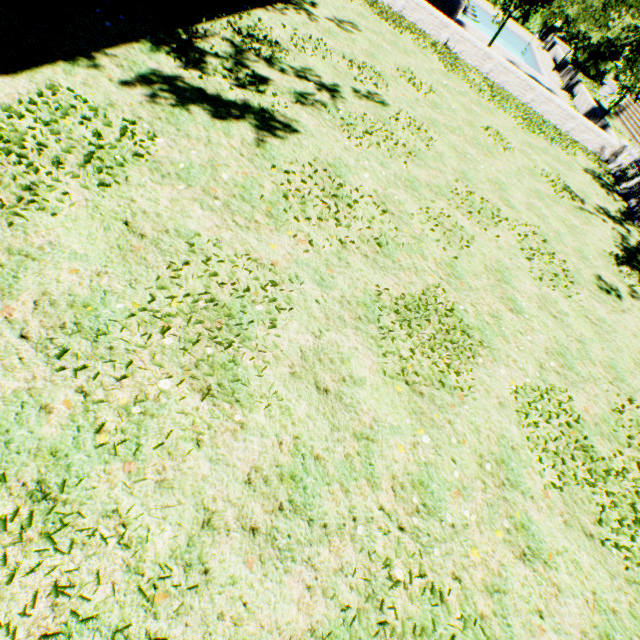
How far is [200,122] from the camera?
5.3m

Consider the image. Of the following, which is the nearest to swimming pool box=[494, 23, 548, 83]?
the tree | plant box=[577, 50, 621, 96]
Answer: the tree

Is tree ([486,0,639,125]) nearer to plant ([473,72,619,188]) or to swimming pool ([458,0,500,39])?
swimming pool ([458,0,500,39])

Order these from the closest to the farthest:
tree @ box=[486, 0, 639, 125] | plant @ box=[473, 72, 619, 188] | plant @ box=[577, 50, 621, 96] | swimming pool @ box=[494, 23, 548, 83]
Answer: plant @ box=[473, 72, 619, 188]
tree @ box=[486, 0, 639, 125]
swimming pool @ box=[494, 23, 548, 83]
plant @ box=[577, 50, 621, 96]

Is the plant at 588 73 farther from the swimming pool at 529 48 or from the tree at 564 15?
the swimming pool at 529 48

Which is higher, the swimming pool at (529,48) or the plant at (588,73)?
the plant at (588,73)
